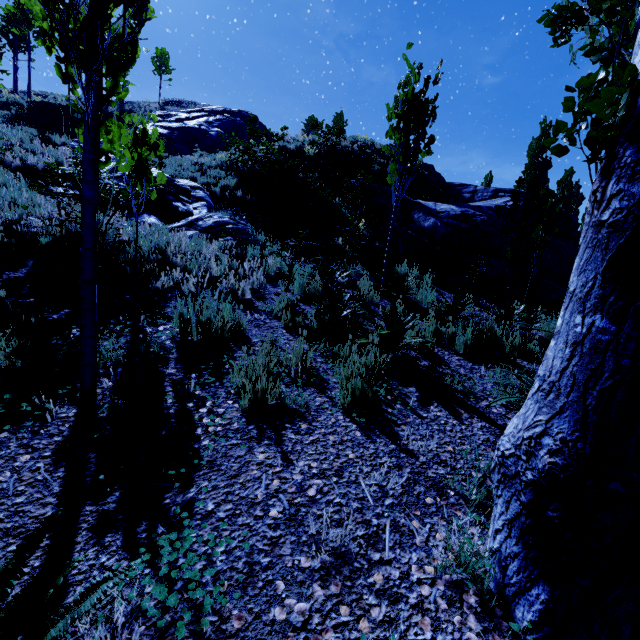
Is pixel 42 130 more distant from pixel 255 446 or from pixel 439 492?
pixel 439 492

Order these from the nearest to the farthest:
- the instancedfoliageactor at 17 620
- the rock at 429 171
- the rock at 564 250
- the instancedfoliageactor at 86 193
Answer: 1. the instancedfoliageactor at 17 620
2. the instancedfoliageactor at 86 193
3. the rock at 429 171
4. the rock at 564 250

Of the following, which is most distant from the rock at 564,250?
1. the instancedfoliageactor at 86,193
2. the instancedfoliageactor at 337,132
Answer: the instancedfoliageactor at 337,132

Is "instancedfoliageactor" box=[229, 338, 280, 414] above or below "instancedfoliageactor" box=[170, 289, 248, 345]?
below

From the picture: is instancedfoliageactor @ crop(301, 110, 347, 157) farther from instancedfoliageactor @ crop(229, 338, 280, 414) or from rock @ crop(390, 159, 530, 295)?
instancedfoliageactor @ crop(229, 338, 280, 414)

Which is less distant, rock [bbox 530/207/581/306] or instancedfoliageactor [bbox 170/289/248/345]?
instancedfoliageactor [bbox 170/289/248/345]

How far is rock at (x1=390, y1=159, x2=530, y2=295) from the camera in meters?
9.7
